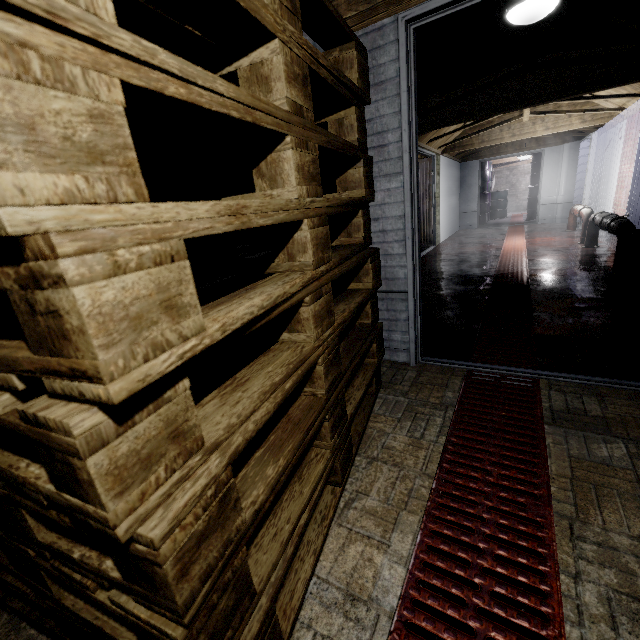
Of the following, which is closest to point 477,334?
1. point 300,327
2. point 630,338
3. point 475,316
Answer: point 475,316

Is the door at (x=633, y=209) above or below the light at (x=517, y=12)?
below

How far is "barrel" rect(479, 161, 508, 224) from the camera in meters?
10.6 m

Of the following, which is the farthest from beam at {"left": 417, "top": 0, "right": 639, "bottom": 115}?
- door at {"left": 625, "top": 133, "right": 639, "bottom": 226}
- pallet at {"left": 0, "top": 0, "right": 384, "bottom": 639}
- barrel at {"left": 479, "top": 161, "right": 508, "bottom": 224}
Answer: barrel at {"left": 479, "top": 161, "right": 508, "bottom": 224}

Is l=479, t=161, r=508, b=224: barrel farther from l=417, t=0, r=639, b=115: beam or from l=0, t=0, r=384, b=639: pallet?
l=0, t=0, r=384, b=639: pallet

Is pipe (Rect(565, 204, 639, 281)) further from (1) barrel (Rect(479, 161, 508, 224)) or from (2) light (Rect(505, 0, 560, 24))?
(1) barrel (Rect(479, 161, 508, 224))

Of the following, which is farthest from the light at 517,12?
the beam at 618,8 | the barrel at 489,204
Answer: the barrel at 489,204

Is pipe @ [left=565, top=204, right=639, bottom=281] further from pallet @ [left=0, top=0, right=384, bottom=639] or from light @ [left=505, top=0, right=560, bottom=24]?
pallet @ [left=0, top=0, right=384, bottom=639]
